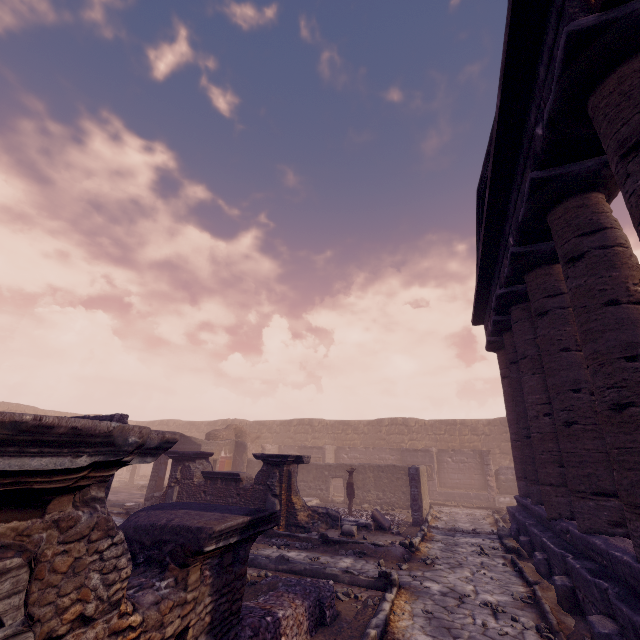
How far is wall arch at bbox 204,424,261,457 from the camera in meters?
19.6

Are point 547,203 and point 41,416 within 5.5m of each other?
no

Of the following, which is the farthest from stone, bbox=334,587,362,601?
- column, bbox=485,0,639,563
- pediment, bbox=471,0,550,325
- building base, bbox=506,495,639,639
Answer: pediment, bbox=471,0,550,325

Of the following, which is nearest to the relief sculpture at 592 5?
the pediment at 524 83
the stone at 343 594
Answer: the pediment at 524 83

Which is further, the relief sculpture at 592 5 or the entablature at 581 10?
the entablature at 581 10

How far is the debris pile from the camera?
7.9 meters

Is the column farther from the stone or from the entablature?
the stone

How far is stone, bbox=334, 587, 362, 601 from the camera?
5.29m
